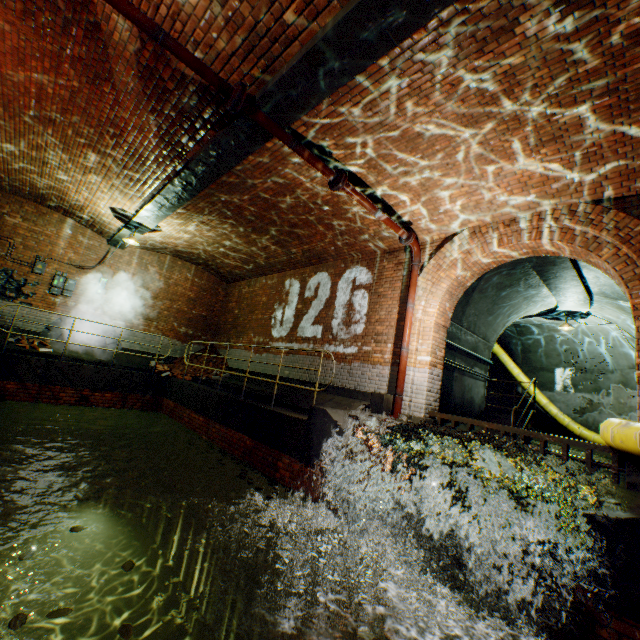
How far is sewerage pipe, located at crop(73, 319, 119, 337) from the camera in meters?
11.1 m

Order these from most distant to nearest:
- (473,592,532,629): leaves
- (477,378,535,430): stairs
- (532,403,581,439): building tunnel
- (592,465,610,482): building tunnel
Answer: (532,403,581,439): building tunnel → (477,378,535,430): stairs → (592,465,610,482): building tunnel → (473,592,532,629): leaves

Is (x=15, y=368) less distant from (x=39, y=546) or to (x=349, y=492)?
(x=39, y=546)

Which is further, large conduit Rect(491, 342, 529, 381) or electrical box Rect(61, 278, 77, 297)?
large conduit Rect(491, 342, 529, 381)

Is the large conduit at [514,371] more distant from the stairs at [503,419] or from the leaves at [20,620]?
the leaves at [20,620]

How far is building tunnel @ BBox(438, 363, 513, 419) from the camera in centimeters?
895cm

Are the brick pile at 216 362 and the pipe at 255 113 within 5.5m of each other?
no

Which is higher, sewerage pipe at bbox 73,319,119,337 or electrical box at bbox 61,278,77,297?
electrical box at bbox 61,278,77,297
